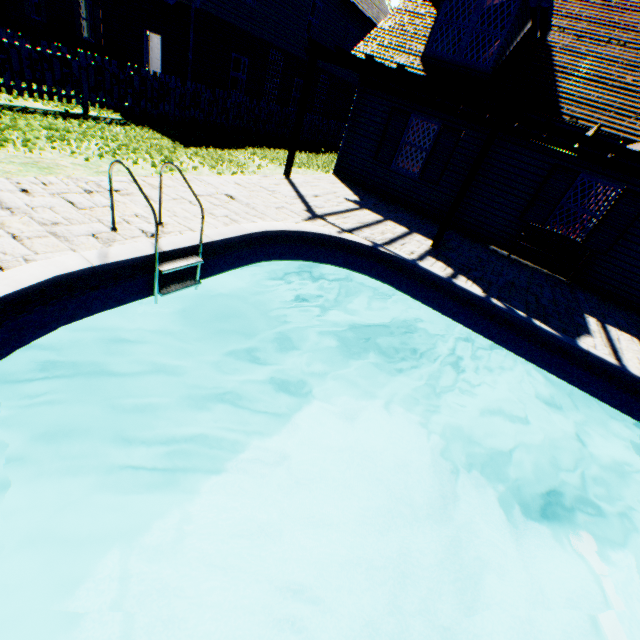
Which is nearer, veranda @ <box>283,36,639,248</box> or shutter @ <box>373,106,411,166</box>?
veranda @ <box>283,36,639,248</box>

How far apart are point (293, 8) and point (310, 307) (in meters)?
17.52

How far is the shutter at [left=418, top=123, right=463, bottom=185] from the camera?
9.6m

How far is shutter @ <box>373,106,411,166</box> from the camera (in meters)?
10.14

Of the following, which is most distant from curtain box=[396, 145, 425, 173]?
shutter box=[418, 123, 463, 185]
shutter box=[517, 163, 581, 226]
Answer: shutter box=[517, 163, 581, 226]

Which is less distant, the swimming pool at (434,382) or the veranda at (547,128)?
the swimming pool at (434,382)

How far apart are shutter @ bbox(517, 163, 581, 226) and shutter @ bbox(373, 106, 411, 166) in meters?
4.2

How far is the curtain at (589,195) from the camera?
8.6 meters
